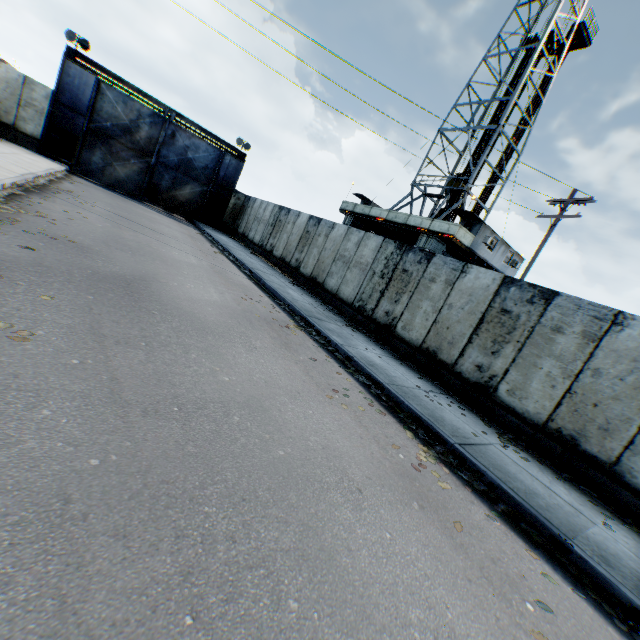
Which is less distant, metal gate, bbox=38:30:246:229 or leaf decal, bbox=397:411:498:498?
leaf decal, bbox=397:411:498:498

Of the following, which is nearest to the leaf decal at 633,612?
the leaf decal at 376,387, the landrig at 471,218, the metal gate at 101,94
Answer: the leaf decal at 376,387

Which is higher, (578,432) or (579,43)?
(579,43)

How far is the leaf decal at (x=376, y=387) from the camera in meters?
6.7 m

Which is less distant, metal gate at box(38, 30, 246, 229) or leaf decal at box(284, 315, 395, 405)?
leaf decal at box(284, 315, 395, 405)

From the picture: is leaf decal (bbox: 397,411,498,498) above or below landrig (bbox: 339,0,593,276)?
below

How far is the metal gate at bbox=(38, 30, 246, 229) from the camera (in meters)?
18.61

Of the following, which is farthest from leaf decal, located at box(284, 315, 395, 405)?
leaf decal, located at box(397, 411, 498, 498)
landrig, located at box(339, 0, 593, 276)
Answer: landrig, located at box(339, 0, 593, 276)
